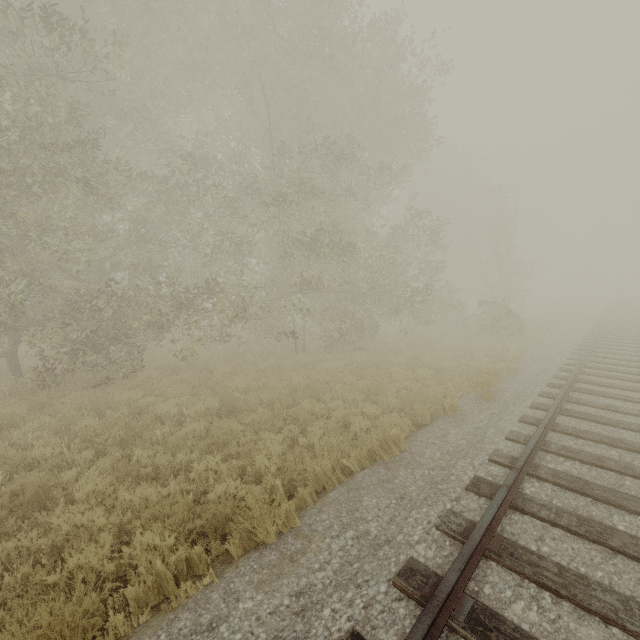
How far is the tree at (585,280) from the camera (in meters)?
A: 58.75

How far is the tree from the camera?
58.8 meters

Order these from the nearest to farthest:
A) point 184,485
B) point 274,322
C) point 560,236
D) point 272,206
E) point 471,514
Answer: point 471,514 < point 184,485 < point 272,206 < point 274,322 < point 560,236
